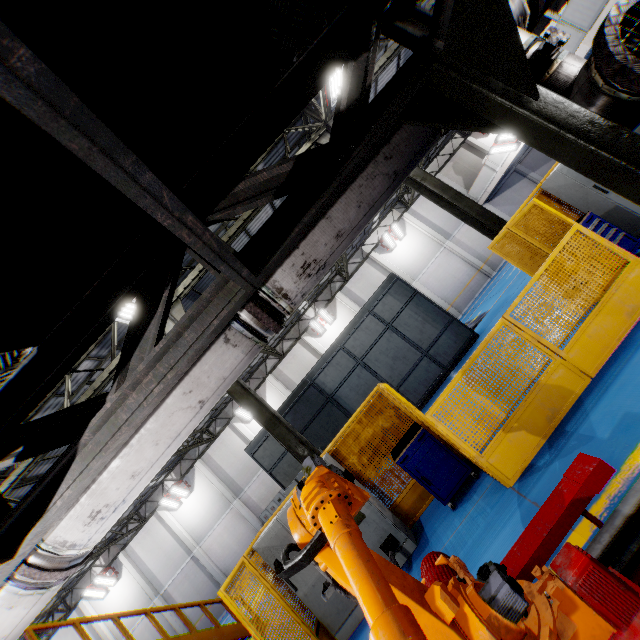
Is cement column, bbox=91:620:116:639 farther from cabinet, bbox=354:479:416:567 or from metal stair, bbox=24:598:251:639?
cabinet, bbox=354:479:416:567

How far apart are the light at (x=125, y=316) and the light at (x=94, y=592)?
23.9m

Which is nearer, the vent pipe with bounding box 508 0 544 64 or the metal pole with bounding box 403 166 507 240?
the vent pipe with bounding box 508 0 544 64

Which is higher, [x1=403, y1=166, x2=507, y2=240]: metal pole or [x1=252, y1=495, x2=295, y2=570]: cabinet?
[x1=403, y1=166, x2=507, y2=240]: metal pole

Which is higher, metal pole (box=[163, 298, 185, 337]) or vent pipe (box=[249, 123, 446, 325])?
metal pole (box=[163, 298, 185, 337])

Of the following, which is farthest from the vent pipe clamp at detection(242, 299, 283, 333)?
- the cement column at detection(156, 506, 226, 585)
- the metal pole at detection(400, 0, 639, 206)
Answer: the cement column at detection(156, 506, 226, 585)

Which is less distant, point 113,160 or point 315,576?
point 113,160

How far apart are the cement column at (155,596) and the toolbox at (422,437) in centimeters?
2501cm
